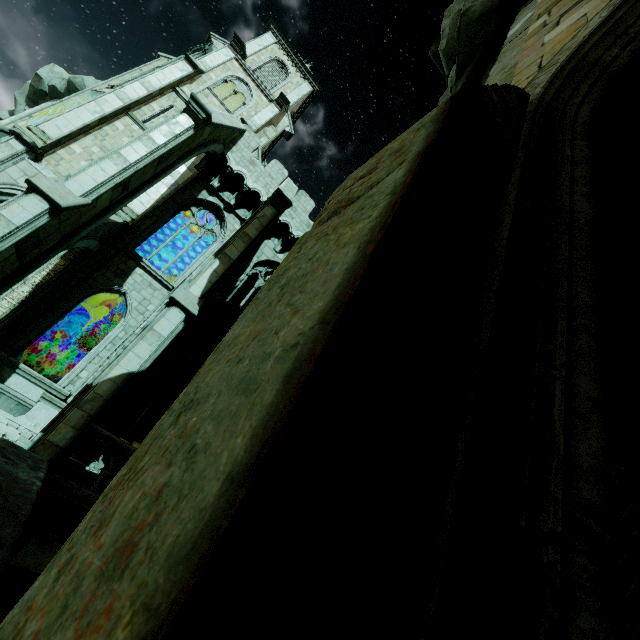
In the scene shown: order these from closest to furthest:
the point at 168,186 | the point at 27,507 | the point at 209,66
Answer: the point at 27,507, the point at 168,186, the point at 209,66

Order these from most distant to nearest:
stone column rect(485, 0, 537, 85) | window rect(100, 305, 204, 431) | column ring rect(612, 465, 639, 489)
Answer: window rect(100, 305, 204, 431) < stone column rect(485, 0, 537, 85) < column ring rect(612, 465, 639, 489)

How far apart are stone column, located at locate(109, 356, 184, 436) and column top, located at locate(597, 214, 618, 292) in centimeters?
1468cm

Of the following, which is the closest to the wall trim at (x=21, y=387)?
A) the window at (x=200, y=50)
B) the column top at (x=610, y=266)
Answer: the window at (x=200, y=50)

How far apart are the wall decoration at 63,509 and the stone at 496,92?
9.26m

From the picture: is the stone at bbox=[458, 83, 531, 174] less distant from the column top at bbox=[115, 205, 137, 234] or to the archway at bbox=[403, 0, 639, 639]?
the archway at bbox=[403, 0, 639, 639]

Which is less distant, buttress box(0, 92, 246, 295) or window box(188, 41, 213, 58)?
buttress box(0, 92, 246, 295)

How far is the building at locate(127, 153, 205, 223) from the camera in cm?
1494
